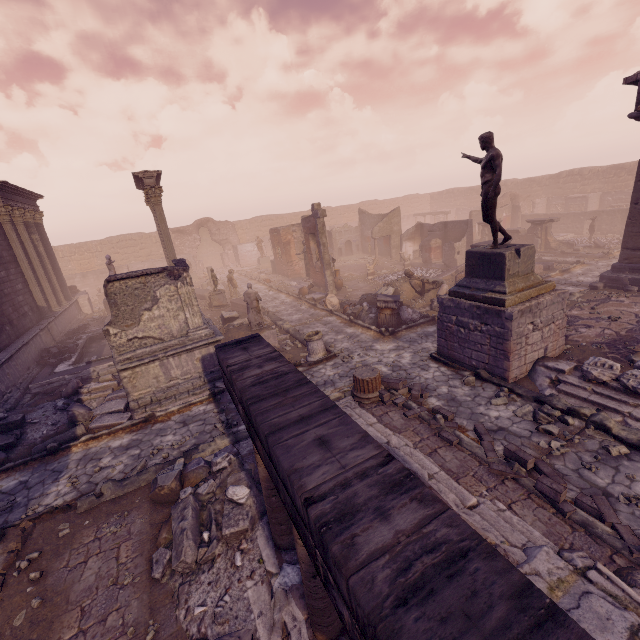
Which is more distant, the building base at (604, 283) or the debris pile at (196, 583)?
the building base at (604, 283)

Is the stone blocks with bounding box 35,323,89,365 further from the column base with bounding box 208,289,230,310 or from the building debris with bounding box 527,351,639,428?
the building debris with bounding box 527,351,639,428

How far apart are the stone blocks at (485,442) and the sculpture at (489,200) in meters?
4.6 m

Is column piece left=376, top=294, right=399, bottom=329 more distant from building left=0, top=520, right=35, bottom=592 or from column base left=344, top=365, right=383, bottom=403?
building left=0, top=520, right=35, bottom=592

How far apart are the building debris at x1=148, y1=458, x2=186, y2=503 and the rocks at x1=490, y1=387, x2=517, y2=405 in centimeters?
695cm

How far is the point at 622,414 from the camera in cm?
647

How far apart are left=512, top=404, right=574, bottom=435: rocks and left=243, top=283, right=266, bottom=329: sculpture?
8.81m

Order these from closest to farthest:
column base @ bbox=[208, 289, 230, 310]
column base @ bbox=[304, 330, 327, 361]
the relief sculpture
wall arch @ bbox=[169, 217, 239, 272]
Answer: column base @ bbox=[304, 330, 327, 361] → column base @ bbox=[208, 289, 230, 310] → the relief sculpture → wall arch @ bbox=[169, 217, 239, 272]
